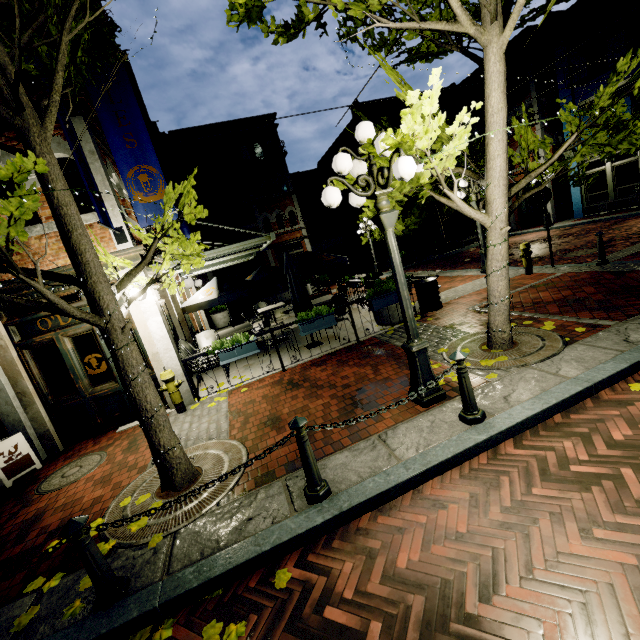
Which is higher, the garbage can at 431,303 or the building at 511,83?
Result: the building at 511,83

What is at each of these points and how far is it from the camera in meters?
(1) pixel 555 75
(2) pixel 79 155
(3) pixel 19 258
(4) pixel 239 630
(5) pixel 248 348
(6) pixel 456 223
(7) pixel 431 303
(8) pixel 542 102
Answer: (1) building, 20.8 m
(2) banner, 5.5 m
(3) building, 6.1 m
(4) leaves, 2.4 m
(5) planter, 7.0 m
(6) building, 32.0 m
(7) garbage can, 8.7 m
(8) building, 21.0 m

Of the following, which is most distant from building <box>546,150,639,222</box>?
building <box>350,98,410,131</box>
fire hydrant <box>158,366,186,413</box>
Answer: fire hydrant <box>158,366,186,413</box>

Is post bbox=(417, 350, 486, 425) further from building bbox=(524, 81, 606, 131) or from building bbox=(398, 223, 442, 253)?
building bbox=(398, 223, 442, 253)

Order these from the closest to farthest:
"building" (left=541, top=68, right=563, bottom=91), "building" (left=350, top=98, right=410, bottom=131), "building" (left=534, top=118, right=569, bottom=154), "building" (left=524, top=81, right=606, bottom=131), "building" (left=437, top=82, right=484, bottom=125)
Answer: "building" (left=524, top=81, right=606, bottom=131), "building" (left=541, top=68, right=563, bottom=91), "building" (left=534, top=118, right=569, bottom=154), "building" (left=437, top=82, right=484, bottom=125), "building" (left=350, top=98, right=410, bottom=131)

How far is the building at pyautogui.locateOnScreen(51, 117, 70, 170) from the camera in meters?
6.0

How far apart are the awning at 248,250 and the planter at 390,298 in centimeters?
281cm

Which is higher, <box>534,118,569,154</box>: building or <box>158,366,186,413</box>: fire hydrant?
<box>534,118,569,154</box>: building
